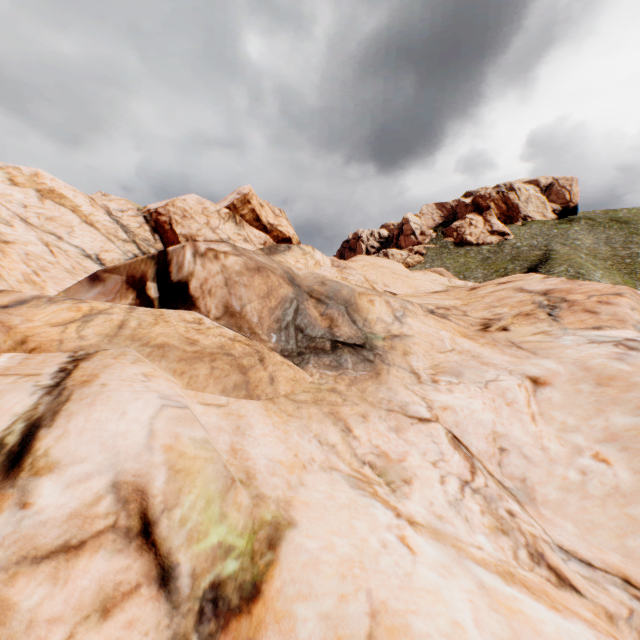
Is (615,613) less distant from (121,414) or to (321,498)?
(321,498)
